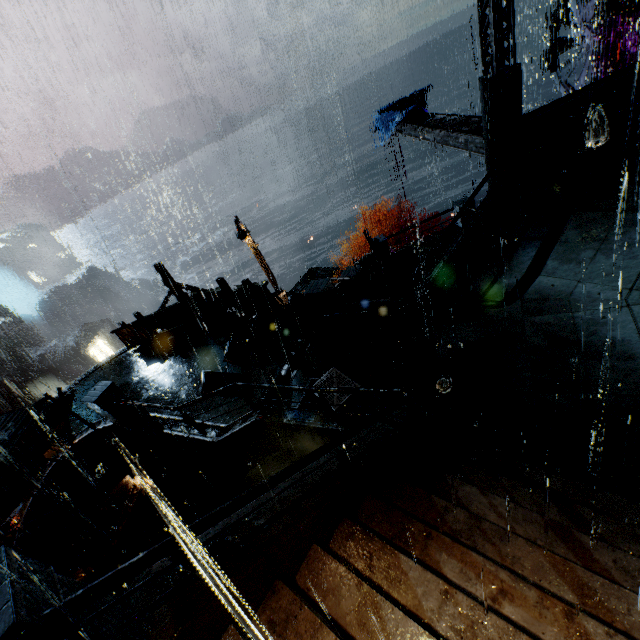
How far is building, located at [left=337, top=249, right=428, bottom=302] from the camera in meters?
14.9 m

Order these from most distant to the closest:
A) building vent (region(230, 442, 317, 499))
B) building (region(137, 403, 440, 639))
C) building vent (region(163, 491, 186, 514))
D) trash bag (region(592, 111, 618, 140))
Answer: building vent (region(163, 491, 186, 514)), trash bag (region(592, 111, 618, 140)), building vent (region(230, 442, 317, 499)), building (region(137, 403, 440, 639))

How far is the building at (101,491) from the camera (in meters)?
13.33

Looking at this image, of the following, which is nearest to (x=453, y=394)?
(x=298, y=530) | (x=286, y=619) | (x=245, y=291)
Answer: (x=298, y=530)

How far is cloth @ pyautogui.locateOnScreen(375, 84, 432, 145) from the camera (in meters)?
18.44

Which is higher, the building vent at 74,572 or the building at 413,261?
the building at 413,261

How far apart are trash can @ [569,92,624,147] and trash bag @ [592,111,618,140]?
0.0m
